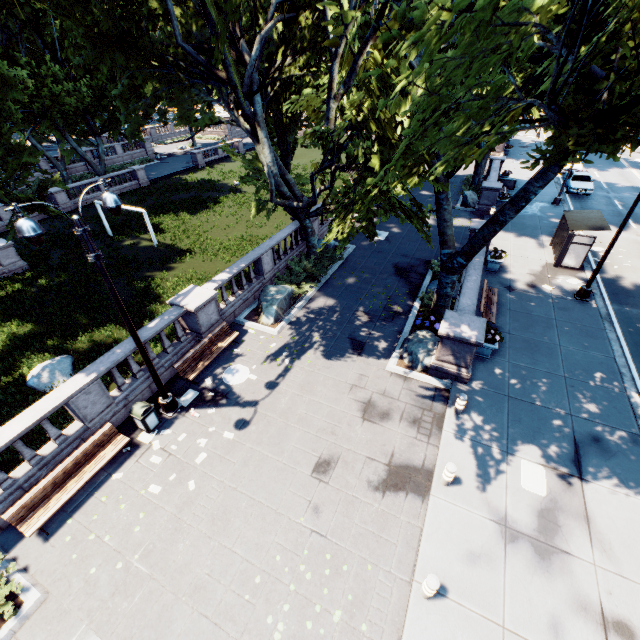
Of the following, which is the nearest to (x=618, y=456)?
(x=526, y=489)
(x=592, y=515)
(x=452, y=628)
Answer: (x=592, y=515)

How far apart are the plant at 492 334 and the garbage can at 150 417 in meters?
11.9

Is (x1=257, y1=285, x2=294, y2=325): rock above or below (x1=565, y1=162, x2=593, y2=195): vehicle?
below

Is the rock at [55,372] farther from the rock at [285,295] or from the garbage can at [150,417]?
the rock at [285,295]

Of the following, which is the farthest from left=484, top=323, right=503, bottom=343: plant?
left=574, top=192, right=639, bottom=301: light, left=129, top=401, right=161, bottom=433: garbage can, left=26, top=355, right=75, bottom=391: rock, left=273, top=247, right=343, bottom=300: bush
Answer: left=26, top=355, right=75, bottom=391: rock

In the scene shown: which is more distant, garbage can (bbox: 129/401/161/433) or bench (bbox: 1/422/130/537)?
garbage can (bbox: 129/401/161/433)

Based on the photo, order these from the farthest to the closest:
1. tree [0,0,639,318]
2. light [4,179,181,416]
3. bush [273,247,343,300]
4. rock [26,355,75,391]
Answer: bush [273,247,343,300]
rock [26,355,75,391]
light [4,179,181,416]
tree [0,0,639,318]

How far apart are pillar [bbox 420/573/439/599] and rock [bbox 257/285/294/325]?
10.6 meters
